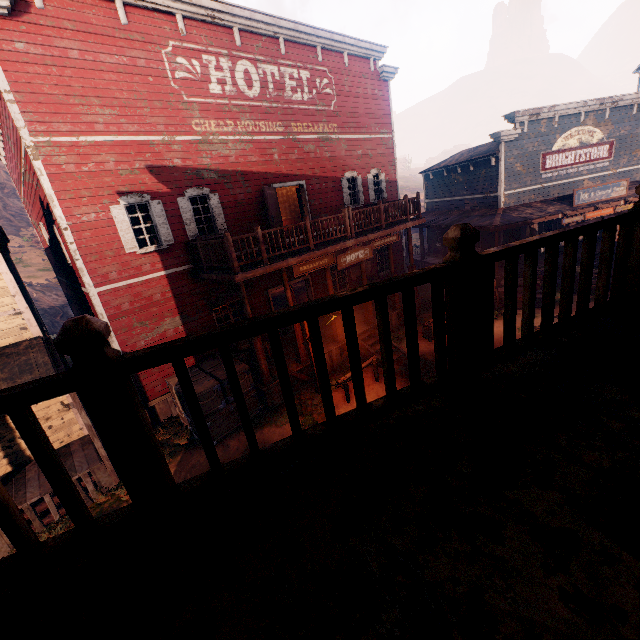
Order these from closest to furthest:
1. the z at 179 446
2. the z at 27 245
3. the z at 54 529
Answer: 1. the z at 54 529
2. the z at 179 446
3. the z at 27 245

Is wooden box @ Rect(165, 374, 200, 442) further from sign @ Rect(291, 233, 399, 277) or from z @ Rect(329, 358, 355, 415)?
sign @ Rect(291, 233, 399, 277)

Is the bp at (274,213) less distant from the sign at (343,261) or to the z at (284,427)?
the sign at (343,261)

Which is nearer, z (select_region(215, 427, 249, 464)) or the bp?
z (select_region(215, 427, 249, 464))

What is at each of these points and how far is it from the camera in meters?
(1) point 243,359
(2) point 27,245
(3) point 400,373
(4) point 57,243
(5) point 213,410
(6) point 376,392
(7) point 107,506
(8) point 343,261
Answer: (1) wooden box, 11.6
(2) z, 33.5
(3) z, 11.7
(4) building, 10.6
(5) wooden box, 9.7
(6) z, 10.9
(7) z, 8.2
(8) sign, 11.7

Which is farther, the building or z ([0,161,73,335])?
z ([0,161,73,335])

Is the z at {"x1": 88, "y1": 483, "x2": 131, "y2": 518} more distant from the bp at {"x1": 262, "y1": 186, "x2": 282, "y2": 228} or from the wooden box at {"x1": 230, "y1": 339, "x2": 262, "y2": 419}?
the bp at {"x1": 262, "y1": 186, "x2": 282, "y2": 228}

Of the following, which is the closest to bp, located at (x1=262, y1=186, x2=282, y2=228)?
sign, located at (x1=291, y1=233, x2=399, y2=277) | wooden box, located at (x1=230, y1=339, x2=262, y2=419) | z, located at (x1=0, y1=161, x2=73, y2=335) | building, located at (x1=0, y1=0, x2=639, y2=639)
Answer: building, located at (x1=0, y1=0, x2=639, y2=639)
